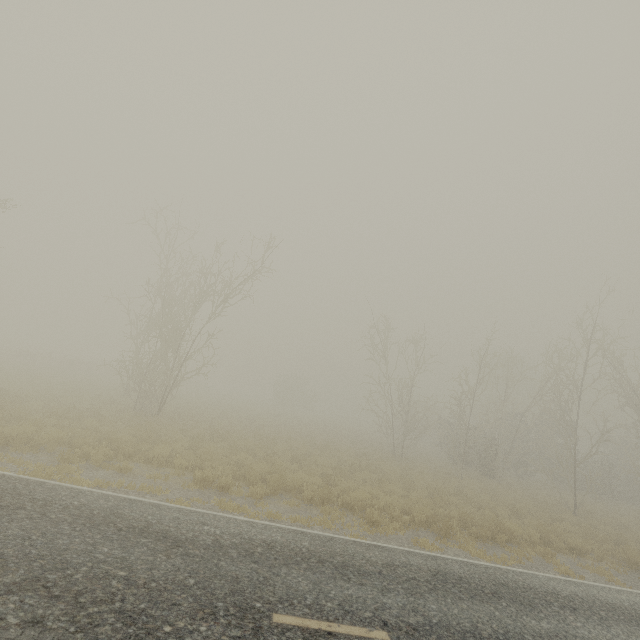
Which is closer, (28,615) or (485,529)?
(28,615)

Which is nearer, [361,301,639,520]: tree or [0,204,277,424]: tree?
[0,204,277,424]: tree

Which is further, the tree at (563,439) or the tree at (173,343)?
the tree at (563,439)
